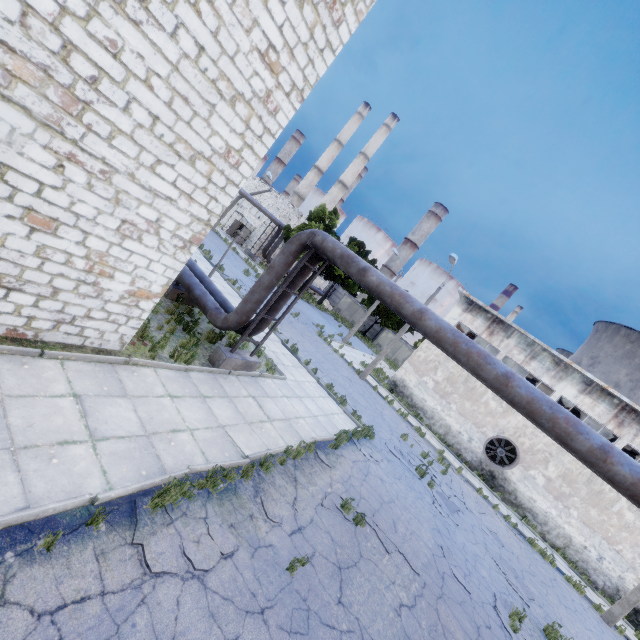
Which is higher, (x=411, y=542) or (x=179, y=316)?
(x=179, y=316)

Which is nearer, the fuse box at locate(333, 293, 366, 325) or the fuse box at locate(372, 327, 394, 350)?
the fuse box at locate(372, 327, 394, 350)

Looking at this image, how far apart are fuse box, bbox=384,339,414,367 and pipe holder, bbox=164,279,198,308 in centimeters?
3695cm

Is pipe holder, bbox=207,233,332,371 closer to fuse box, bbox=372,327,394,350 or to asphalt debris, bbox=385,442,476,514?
asphalt debris, bbox=385,442,476,514

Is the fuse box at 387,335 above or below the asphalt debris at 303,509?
above

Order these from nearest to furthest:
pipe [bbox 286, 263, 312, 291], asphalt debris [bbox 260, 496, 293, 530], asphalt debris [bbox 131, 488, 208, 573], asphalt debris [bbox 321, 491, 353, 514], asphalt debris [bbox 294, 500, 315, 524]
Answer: asphalt debris [bbox 131, 488, 208, 573] → asphalt debris [bbox 260, 496, 293, 530] → asphalt debris [bbox 294, 500, 315, 524] → asphalt debris [bbox 321, 491, 353, 514] → pipe [bbox 286, 263, 312, 291]

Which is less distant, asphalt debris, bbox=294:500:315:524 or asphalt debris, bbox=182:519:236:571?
asphalt debris, bbox=182:519:236:571

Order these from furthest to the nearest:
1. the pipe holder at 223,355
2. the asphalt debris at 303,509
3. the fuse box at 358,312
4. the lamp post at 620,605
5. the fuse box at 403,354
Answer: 1. the fuse box at 358,312
2. the fuse box at 403,354
3. the lamp post at 620,605
4. the pipe holder at 223,355
5. the asphalt debris at 303,509
